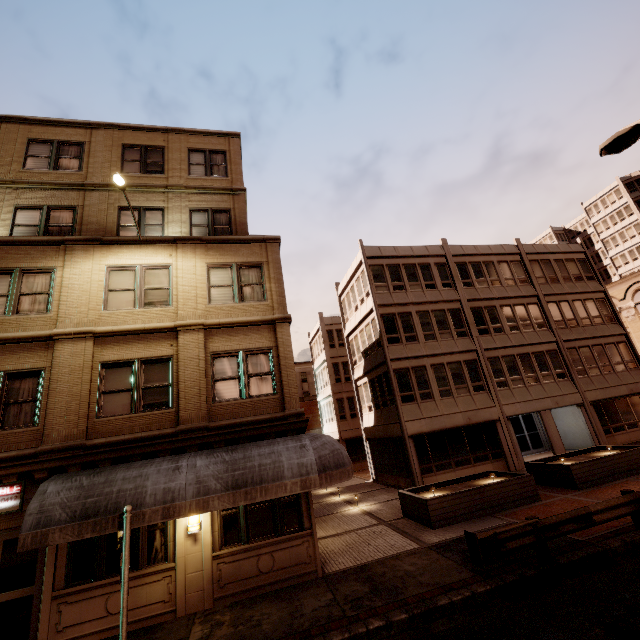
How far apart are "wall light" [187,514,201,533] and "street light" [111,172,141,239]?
9.1m

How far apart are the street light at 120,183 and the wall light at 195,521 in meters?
9.1 m

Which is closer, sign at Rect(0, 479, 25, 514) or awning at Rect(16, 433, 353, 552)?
awning at Rect(16, 433, 353, 552)

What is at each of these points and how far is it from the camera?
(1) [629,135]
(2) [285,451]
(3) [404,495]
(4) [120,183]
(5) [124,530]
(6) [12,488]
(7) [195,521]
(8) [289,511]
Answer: (1) street light, 7.68m
(2) awning, 9.41m
(3) planter, 13.70m
(4) street light, 9.97m
(5) sign, 6.83m
(6) sign, 8.59m
(7) wall light, 9.15m
(8) building, 9.94m

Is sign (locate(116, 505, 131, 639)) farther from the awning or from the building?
the building

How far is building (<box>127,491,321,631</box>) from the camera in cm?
852

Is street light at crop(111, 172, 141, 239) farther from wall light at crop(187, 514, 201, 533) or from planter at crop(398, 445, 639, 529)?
planter at crop(398, 445, 639, 529)

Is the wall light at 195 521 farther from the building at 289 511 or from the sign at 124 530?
the sign at 124 530
